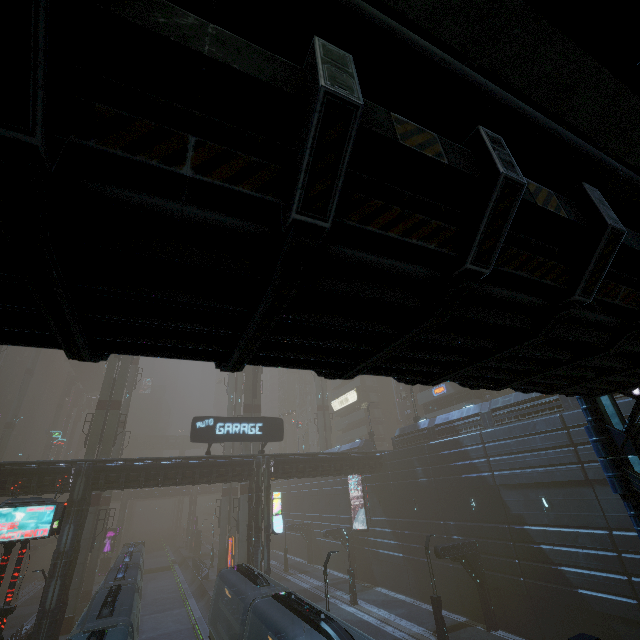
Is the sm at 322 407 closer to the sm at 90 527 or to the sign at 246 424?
the sign at 246 424

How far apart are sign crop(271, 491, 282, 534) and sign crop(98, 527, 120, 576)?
39.73m

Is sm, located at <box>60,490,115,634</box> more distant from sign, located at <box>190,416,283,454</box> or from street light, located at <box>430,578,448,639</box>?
street light, located at <box>430,578,448,639</box>

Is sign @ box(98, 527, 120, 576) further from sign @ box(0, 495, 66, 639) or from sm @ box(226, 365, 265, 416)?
sign @ box(0, 495, 66, 639)

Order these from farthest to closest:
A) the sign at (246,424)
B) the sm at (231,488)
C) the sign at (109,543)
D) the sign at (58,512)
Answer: the sign at (109,543) < the sm at (231,488) < the sign at (246,424) < the sign at (58,512)

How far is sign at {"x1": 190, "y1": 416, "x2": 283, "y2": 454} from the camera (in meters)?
25.75

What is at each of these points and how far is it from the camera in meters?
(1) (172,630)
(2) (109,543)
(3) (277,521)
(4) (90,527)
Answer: (1) train rail, 28.4
(2) sign, 50.0
(3) sign, 27.7
(4) sm, 29.6

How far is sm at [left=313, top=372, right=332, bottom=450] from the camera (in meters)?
53.97
